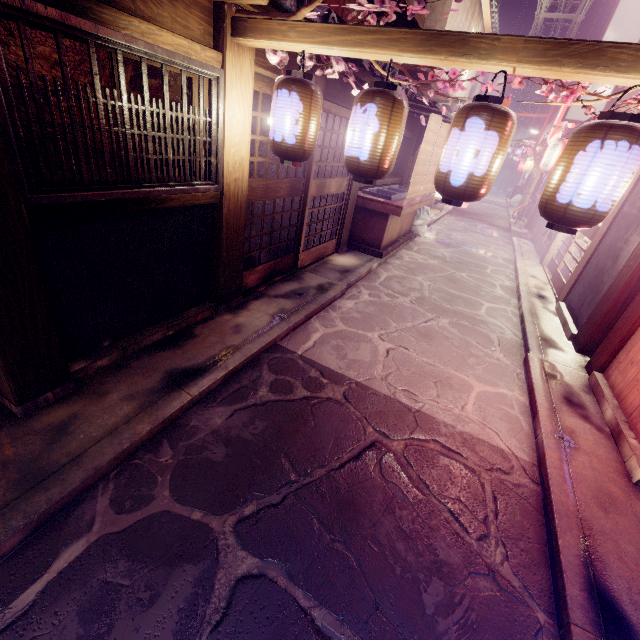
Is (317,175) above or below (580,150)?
below

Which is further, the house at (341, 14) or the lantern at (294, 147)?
the house at (341, 14)

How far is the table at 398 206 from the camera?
13.2m

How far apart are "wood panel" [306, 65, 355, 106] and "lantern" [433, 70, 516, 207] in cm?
436

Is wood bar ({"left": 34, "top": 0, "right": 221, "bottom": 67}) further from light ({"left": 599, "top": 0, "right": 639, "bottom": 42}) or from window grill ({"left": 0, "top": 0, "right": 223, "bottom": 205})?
light ({"left": 599, "top": 0, "right": 639, "bottom": 42})

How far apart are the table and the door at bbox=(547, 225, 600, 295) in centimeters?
723cm

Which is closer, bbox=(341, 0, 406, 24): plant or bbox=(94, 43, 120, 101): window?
bbox=(94, 43, 120, 101): window

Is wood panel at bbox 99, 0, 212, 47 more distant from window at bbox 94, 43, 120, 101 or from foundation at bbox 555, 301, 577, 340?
foundation at bbox 555, 301, 577, 340
